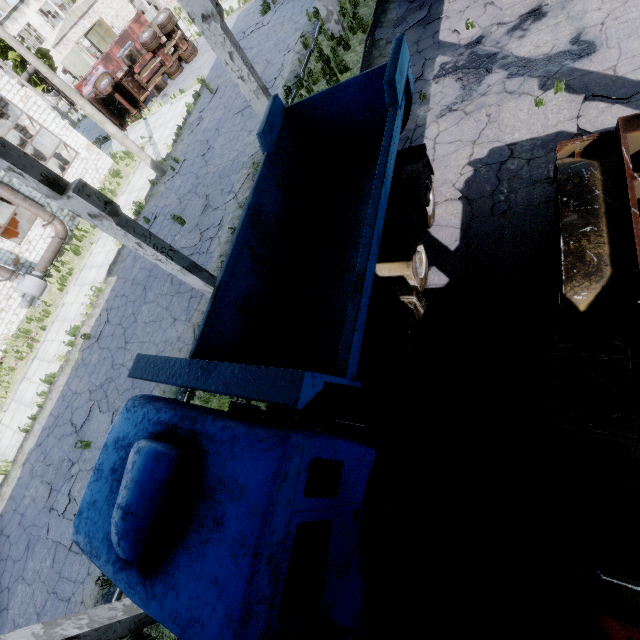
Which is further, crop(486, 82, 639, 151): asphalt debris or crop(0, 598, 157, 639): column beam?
crop(486, 82, 639, 151): asphalt debris

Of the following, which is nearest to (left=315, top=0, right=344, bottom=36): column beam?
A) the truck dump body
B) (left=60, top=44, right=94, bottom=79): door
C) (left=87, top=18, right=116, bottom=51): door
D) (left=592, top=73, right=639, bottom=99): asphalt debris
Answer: (left=592, top=73, right=639, bottom=99): asphalt debris

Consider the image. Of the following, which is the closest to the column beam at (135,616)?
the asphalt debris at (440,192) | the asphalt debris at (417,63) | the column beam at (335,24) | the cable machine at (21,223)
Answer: the asphalt debris at (440,192)

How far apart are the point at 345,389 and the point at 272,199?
4.0 meters

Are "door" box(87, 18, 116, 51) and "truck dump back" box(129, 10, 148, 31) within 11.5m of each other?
yes

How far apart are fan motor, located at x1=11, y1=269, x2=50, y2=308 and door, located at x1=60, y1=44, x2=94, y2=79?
31.4 meters

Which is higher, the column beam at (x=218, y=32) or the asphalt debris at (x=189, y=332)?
the column beam at (x=218, y=32)

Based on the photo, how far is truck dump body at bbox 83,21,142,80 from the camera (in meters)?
24.95
